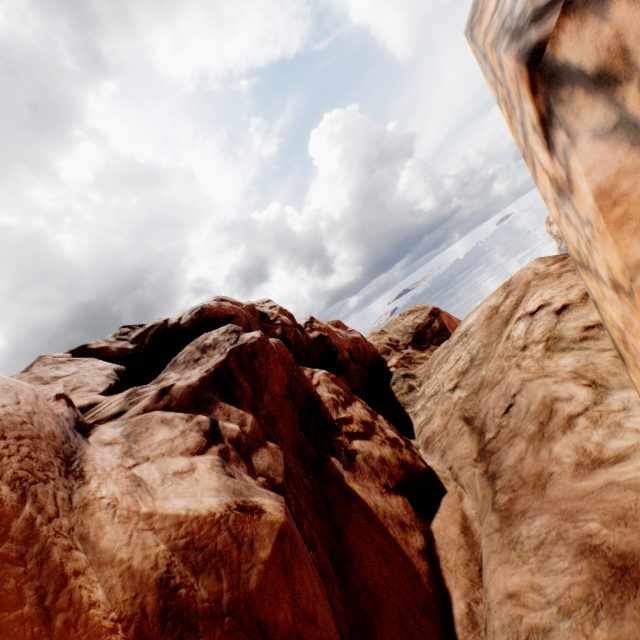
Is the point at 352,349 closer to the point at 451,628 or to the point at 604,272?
the point at 451,628
